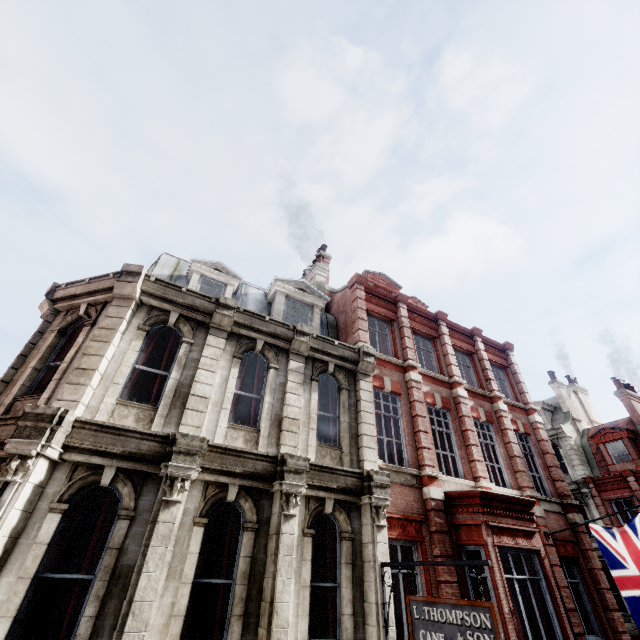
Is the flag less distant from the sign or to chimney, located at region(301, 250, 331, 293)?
the sign

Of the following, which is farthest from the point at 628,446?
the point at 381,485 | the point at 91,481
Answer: the point at 91,481

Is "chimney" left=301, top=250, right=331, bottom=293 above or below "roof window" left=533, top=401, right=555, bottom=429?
below

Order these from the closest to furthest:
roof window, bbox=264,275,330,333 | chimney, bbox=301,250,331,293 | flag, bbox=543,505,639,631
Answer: flag, bbox=543,505,639,631 < roof window, bbox=264,275,330,333 < chimney, bbox=301,250,331,293

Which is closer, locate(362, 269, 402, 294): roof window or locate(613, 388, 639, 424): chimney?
locate(362, 269, 402, 294): roof window

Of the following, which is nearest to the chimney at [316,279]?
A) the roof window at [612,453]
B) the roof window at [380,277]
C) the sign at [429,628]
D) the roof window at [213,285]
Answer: the roof window at [380,277]

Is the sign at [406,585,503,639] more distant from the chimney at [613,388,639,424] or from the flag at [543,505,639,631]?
the chimney at [613,388,639,424]

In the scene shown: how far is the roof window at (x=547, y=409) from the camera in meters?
28.3
